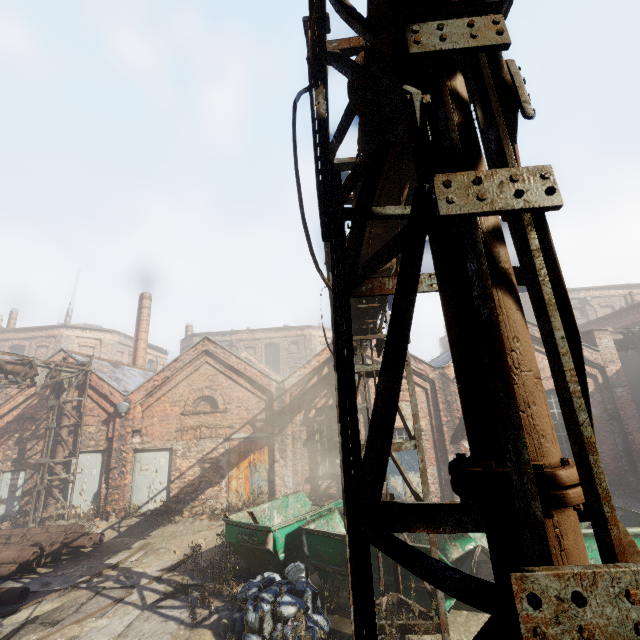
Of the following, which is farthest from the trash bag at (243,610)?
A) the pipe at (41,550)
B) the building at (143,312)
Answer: the building at (143,312)

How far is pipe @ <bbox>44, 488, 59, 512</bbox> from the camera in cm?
1276

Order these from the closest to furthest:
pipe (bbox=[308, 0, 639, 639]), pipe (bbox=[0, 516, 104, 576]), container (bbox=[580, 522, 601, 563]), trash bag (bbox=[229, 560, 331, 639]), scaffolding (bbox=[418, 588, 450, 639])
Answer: pipe (bbox=[308, 0, 639, 639])
scaffolding (bbox=[418, 588, 450, 639])
trash bag (bbox=[229, 560, 331, 639])
container (bbox=[580, 522, 601, 563])
pipe (bbox=[0, 516, 104, 576])

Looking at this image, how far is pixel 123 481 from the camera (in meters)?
13.16

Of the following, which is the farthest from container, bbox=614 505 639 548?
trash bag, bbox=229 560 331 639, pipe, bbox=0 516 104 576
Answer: pipe, bbox=0 516 104 576

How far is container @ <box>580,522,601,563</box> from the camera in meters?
6.0 m

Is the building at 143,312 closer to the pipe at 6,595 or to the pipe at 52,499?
the pipe at 52,499
